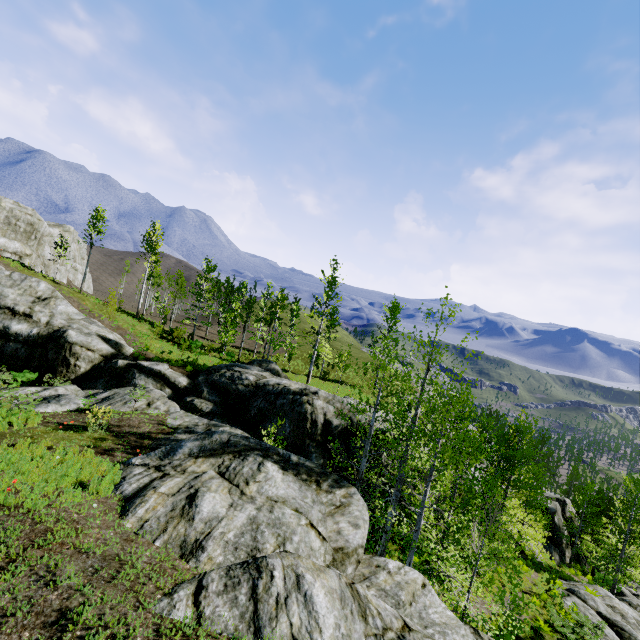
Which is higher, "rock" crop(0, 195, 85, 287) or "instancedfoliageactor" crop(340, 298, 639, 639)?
"rock" crop(0, 195, 85, 287)

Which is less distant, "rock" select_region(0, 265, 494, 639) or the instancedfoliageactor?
"rock" select_region(0, 265, 494, 639)

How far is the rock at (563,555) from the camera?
32.52m

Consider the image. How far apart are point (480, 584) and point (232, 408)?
18.3 meters

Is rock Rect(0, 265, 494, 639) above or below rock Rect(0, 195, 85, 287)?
below

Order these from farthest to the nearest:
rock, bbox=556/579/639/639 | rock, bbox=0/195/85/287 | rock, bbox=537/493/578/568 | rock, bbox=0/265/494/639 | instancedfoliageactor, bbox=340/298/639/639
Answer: rock, bbox=0/195/85/287, rock, bbox=537/493/578/568, rock, bbox=556/579/639/639, instancedfoliageactor, bbox=340/298/639/639, rock, bbox=0/265/494/639

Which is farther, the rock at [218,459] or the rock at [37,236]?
the rock at [37,236]
